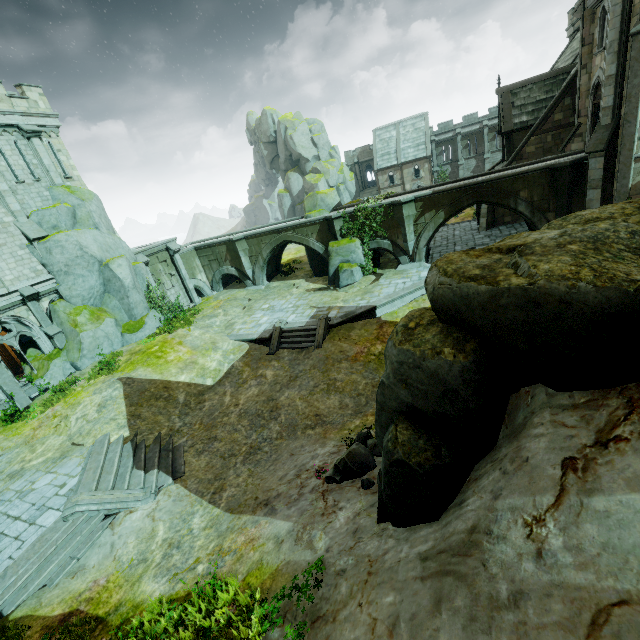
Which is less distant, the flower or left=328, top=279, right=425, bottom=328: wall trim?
the flower

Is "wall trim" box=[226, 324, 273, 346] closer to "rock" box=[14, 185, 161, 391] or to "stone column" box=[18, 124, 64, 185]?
"rock" box=[14, 185, 161, 391]

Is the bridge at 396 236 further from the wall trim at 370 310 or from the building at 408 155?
the building at 408 155

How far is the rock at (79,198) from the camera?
19.1 meters

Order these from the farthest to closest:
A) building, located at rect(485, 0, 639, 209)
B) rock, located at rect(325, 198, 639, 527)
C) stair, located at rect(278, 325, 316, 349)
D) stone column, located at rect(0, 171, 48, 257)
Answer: stair, located at rect(278, 325, 316, 349), stone column, located at rect(0, 171, 48, 257), building, located at rect(485, 0, 639, 209), rock, located at rect(325, 198, 639, 527)

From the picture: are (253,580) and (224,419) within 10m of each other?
yes

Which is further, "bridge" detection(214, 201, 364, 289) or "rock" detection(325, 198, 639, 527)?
"bridge" detection(214, 201, 364, 289)

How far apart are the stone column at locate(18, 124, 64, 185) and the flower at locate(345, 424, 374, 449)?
23.6 meters
